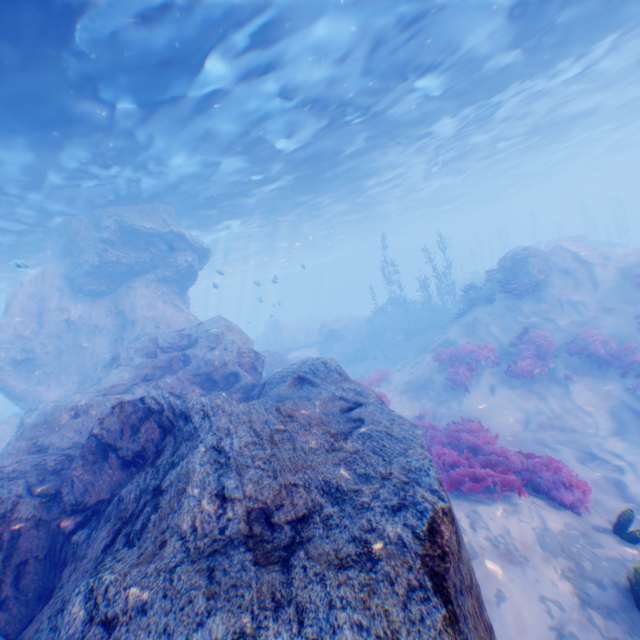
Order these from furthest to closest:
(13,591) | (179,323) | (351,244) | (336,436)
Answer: (351,244) < (179,323) < (336,436) < (13,591)

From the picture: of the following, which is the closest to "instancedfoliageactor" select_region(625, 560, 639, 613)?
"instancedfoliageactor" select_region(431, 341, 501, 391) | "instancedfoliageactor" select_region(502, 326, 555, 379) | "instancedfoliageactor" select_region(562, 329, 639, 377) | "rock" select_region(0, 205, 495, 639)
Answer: "rock" select_region(0, 205, 495, 639)

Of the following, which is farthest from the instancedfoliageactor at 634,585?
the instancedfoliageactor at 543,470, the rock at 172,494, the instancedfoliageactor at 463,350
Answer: the instancedfoliageactor at 463,350

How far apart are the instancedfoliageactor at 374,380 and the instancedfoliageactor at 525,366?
6.0 meters

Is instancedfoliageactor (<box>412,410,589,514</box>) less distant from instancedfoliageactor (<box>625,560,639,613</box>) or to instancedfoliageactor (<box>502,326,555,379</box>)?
instancedfoliageactor (<box>502,326,555,379</box>)

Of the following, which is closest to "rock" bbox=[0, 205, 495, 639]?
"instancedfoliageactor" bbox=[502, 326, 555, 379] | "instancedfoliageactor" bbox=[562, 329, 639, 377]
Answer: "instancedfoliageactor" bbox=[502, 326, 555, 379]

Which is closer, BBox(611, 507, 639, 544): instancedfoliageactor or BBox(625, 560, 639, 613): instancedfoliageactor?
BBox(625, 560, 639, 613): instancedfoliageactor

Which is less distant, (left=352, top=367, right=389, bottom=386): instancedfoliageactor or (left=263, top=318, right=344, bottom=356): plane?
(left=352, top=367, right=389, bottom=386): instancedfoliageactor
